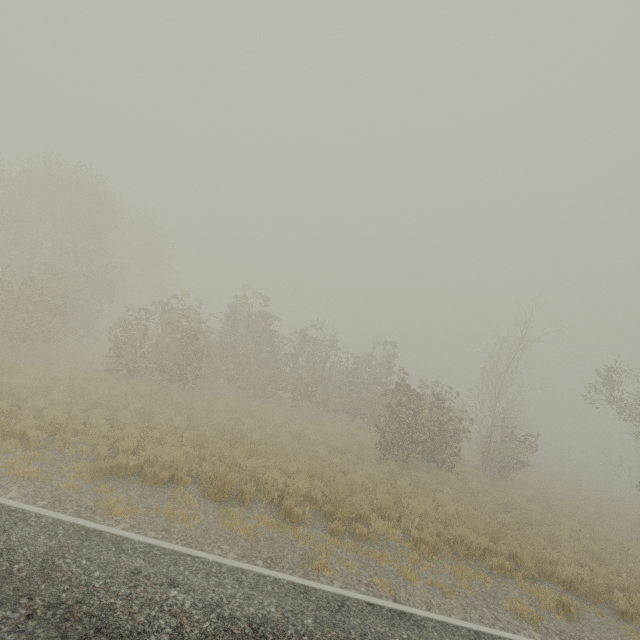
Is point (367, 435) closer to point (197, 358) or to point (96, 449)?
point (197, 358)
